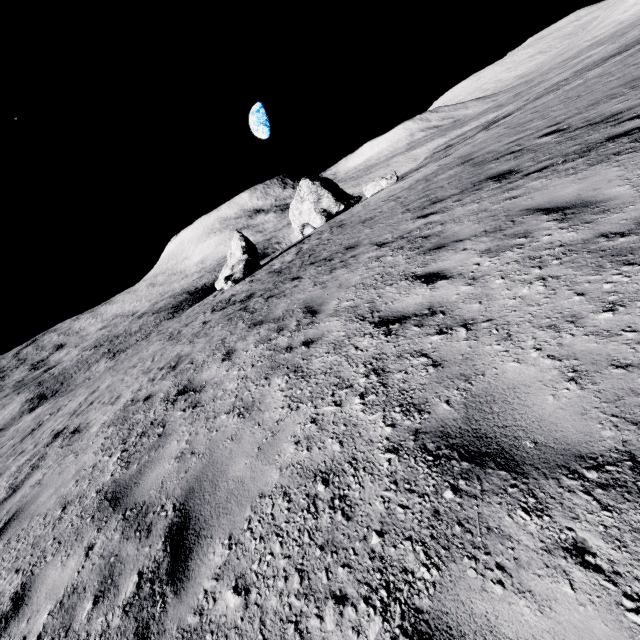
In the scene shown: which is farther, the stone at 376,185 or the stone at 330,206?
the stone at 330,206

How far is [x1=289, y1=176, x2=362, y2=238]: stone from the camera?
35.0 meters

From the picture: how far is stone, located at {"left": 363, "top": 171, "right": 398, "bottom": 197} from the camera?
27.4m

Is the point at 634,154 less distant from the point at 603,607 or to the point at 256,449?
the point at 603,607

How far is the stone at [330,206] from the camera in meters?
35.0 m

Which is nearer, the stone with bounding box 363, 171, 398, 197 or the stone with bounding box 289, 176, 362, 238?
the stone with bounding box 363, 171, 398, 197
